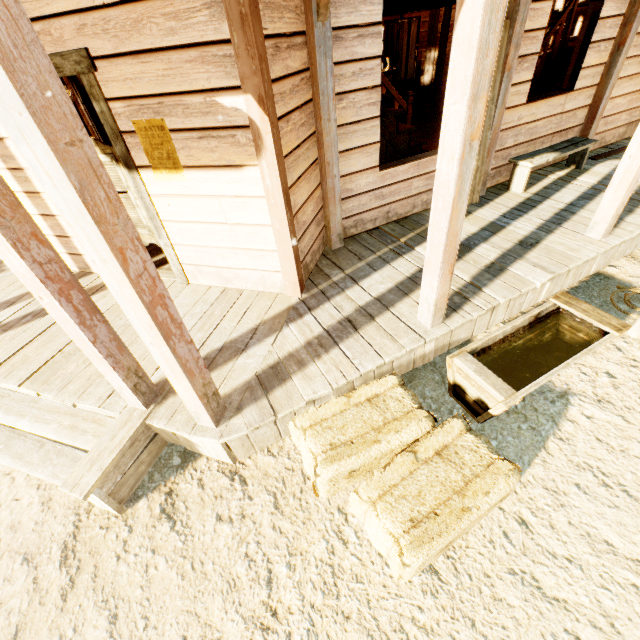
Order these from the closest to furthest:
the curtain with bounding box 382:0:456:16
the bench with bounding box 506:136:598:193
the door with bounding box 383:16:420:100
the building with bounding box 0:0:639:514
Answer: the building with bounding box 0:0:639:514, the curtain with bounding box 382:0:456:16, the bench with bounding box 506:136:598:193, the door with bounding box 383:16:420:100

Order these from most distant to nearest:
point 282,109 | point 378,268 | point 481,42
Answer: point 378,268 < point 282,109 < point 481,42

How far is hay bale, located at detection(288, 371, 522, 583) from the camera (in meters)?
1.85

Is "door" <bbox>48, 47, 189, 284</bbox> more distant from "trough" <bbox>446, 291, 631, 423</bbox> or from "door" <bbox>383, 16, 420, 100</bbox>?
"door" <bbox>383, 16, 420, 100</bbox>

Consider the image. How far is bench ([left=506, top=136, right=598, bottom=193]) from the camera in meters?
4.7 m

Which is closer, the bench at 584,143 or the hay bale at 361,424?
the hay bale at 361,424

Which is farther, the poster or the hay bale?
the poster

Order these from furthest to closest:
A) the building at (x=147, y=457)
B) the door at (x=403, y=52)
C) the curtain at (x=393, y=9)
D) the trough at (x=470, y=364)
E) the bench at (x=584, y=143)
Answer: the door at (x=403, y=52) < the bench at (x=584, y=143) < the curtain at (x=393, y=9) < the trough at (x=470, y=364) < the building at (x=147, y=457)
